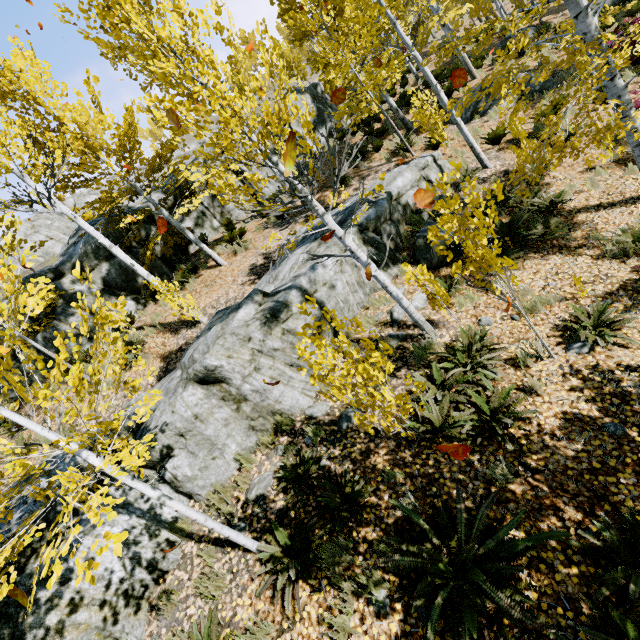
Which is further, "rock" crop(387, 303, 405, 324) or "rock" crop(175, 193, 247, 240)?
"rock" crop(175, 193, 247, 240)

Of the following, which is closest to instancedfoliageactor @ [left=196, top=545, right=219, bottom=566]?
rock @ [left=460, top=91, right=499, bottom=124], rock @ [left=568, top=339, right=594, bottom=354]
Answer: rock @ [left=568, top=339, right=594, bottom=354]

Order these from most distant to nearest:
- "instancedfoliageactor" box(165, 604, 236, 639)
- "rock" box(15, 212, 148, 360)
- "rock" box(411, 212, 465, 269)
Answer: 1. "rock" box(15, 212, 148, 360)
2. "rock" box(411, 212, 465, 269)
3. "instancedfoliageactor" box(165, 604, 236, 639)

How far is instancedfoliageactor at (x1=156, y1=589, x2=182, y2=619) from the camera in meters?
4.1 m

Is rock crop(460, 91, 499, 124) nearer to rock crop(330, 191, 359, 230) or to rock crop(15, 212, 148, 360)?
rock crop(330, 191, 359, 230)

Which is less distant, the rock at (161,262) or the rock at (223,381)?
the rock at (223,381)

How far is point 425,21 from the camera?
8.20m

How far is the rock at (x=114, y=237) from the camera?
11.64m
